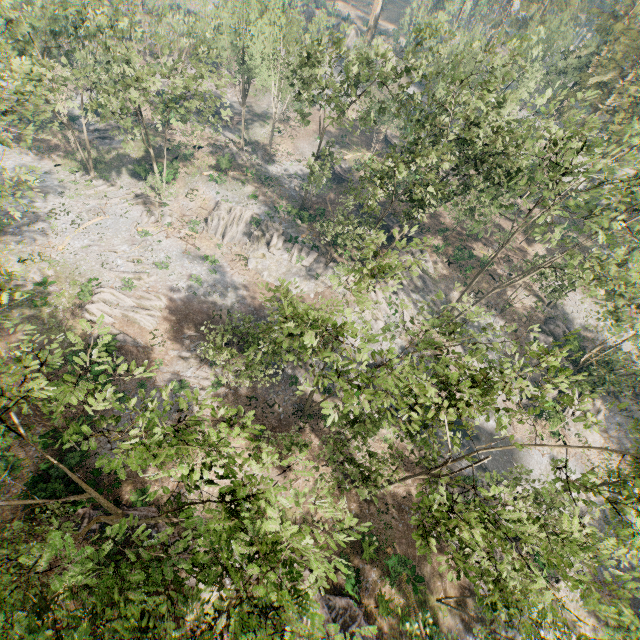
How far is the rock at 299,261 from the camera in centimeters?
3928cm

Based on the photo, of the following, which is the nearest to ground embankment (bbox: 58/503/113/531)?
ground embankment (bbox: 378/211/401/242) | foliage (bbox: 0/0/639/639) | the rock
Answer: foliage (bbox: 0/0/639/639)

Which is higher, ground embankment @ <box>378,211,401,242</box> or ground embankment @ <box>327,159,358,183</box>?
ground embankment @ <box>378,211,401,242</box>

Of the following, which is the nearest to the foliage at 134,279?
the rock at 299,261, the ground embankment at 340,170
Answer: the rock at 299,261

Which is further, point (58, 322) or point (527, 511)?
point (58, 322)

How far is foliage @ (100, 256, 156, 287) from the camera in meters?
32.9

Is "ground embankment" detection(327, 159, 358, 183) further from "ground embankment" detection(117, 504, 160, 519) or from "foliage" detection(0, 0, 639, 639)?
"ground embankment" detection(117, 504, 160, 519)
